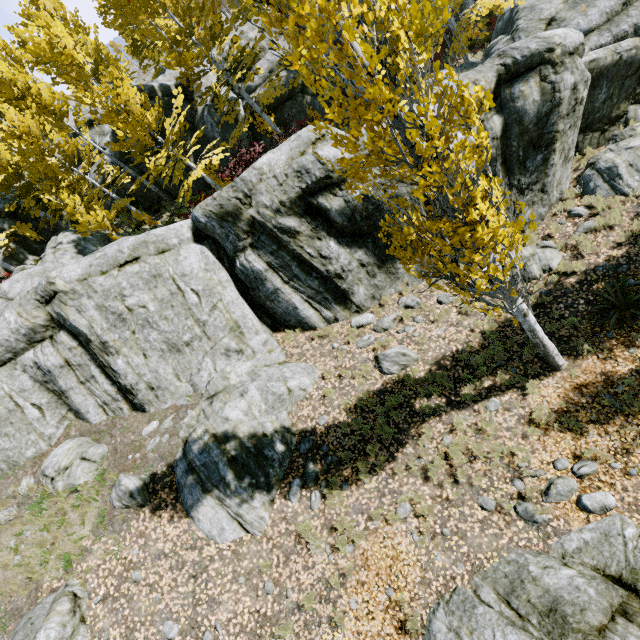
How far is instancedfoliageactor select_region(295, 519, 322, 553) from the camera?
6.98m

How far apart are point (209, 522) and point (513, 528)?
6.7m

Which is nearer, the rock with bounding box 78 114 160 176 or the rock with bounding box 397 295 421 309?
the rock with bounding box 397 295 421 309

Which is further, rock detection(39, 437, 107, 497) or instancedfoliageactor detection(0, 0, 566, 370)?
rock detection(39, 437, 107, 497)

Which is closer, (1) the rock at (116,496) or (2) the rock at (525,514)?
(2) the rock at (525,514)

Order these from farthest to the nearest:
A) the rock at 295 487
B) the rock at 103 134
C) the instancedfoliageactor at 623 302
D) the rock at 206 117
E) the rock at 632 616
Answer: the rock at 103 134 → the rock at 206 117 → the rock at 295 487 → the instancedfoliageactor at 623 302 → the rock at 632 616

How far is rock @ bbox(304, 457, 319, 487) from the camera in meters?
8.1 m
